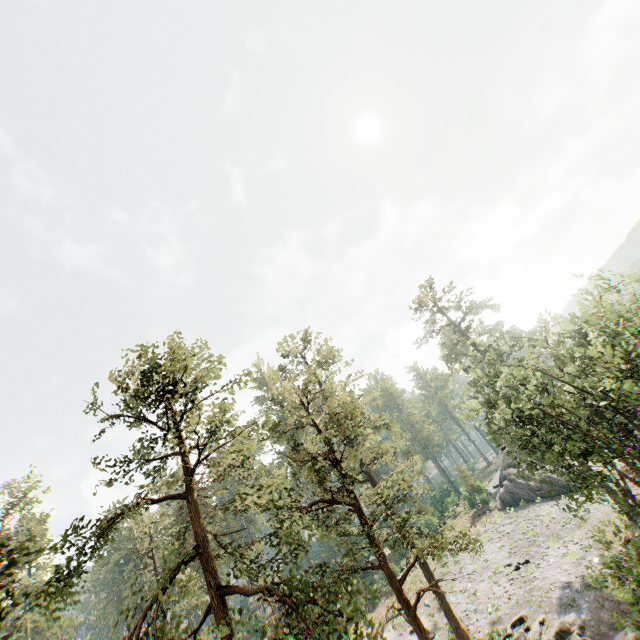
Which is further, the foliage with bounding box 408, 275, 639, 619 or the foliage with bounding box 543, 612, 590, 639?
the foliage with bounding box 543, 612, 590, 639

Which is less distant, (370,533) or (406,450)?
(370,533)

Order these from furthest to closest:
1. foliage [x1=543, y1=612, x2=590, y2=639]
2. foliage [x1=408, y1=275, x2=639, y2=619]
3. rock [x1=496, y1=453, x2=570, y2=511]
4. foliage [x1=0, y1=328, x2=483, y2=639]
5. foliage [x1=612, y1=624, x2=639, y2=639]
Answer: rock [x1=496, y1=453, x2=570, y2=511]
foliage [x1=543, y1=612, x2=590, y2=639]
foliage [x1=612, y1=624, x2=639, y2=639]
foliage [x1=408, y1=275, x2=639, y2=619]
foliage [x1=0, y1=328, x2=483, y2=639]

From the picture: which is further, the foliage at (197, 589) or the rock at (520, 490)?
the rock at (520, 490)

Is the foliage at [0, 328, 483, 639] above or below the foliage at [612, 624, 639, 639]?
above

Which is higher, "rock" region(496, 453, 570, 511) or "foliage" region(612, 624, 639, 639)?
"rock" region(496, 453, 570, 511)

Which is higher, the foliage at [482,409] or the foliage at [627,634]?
the foliage at [482,409]
